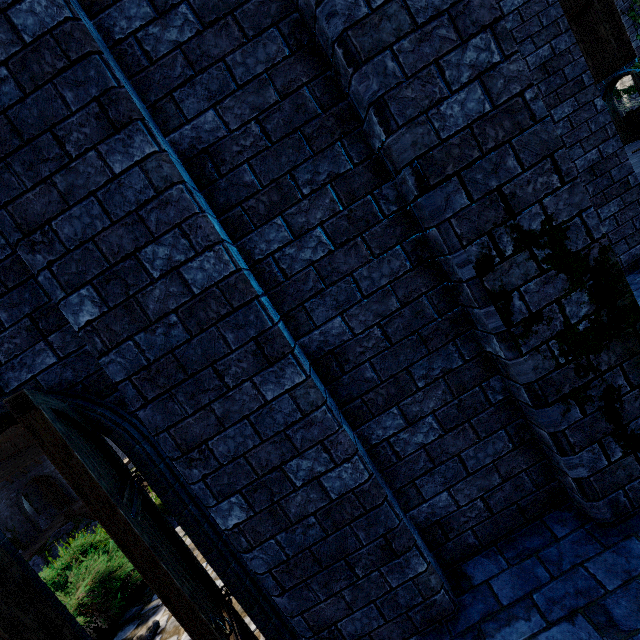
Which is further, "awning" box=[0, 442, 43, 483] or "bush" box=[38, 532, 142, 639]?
"awning" box=[0, 442, 43, 483]

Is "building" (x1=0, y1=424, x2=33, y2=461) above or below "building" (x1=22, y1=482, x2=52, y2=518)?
above

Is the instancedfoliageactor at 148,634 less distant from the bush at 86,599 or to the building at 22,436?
the bush at 86,599

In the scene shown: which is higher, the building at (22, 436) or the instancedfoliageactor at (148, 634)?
the building at (22, 436)

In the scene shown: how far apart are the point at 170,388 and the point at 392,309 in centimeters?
146cm

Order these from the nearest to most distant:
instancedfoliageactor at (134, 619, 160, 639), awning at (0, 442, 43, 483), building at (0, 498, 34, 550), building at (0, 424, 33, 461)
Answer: instancedfoliageactor at (134, 619, 160, 639)
building at (0, 498, 34, 550)
awning at (0, 442, 43, 483)
building at (0, 424, 33, 461)

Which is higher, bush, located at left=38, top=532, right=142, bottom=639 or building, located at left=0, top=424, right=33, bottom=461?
building, located at left=0, top=424, right=33, bottom=461

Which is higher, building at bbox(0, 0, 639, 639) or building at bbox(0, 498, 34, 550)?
building at bbox(0, 0, 639, 639)
